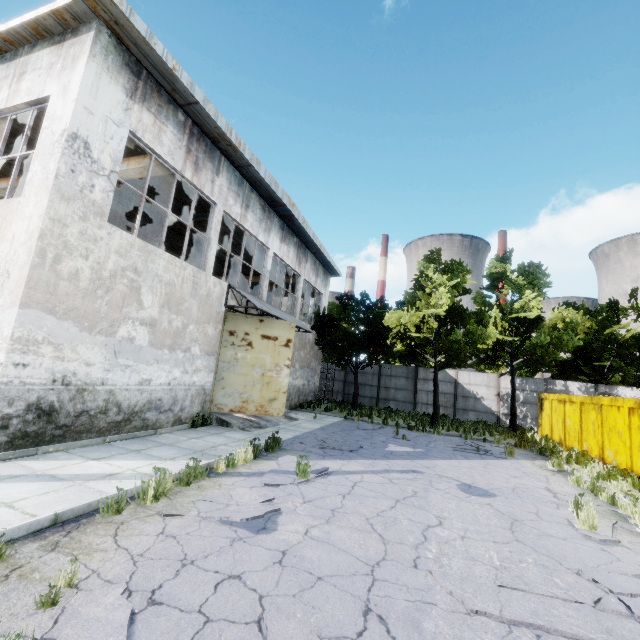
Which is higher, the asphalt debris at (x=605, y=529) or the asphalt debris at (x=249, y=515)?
the asphalt debris at (x=249, y=515)

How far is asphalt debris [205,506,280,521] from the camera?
4.4m

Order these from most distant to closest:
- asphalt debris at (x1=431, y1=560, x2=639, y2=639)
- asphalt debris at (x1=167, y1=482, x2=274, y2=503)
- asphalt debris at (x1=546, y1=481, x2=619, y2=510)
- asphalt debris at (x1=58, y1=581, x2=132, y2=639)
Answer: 1. asphalt debris at (x1=546, y1=481, x2=619, y2=510)
2. asphalt debris at (x1=167, y1=482, x2=274, y2=503)
3. asphalt debris at (x1=431, y1=560, x2=639, y2=639)
4. asphalt debris at (x1=58, y1=581, x2=132, y2=639)

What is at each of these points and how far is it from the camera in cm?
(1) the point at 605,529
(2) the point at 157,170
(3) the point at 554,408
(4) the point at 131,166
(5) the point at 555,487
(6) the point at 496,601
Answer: (1) asphalt debris, 595
(2) beam, 1048
(3) garbage container, 1673
(4) beam, 1060
(5) asphalt debris, 852
(6) asphalt debris, 353

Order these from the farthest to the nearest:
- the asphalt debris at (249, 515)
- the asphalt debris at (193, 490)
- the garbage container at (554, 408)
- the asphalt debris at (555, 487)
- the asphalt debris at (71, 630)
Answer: the garbage container at (554, 408)
the asphalt debris at (555, 487)
the asphalt debris at (193, 490)
the asphalt debris at (249, 515)
the asphalt debris at (71, 630)

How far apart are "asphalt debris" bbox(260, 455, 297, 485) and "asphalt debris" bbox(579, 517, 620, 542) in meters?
4.8

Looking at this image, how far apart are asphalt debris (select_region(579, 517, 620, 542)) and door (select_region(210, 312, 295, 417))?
9.1 meters

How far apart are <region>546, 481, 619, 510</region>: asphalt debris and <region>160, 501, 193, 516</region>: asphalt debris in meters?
6.8 m
